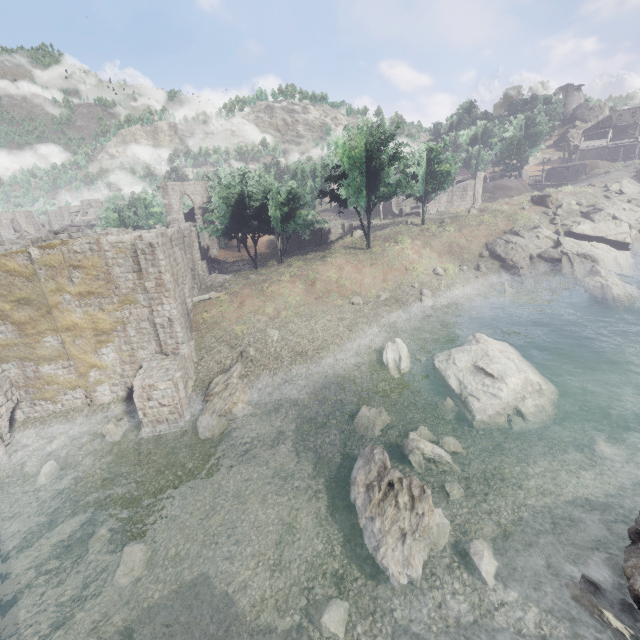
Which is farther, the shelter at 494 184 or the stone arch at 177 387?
the shelter at 494 184

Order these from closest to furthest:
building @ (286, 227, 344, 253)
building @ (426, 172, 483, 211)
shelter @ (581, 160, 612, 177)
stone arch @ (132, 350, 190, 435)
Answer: stone arch @ (132, 350, 190, 435) < building @ (286, 227, 344, 253) < building @ (426, 172, 483, 211) < shelter @ (581, 160, 612, 177)

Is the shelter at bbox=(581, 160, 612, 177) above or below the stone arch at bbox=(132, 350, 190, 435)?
above

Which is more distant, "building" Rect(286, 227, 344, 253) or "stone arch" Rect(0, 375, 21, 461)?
"building" Rect(286, 227, 344, 253)

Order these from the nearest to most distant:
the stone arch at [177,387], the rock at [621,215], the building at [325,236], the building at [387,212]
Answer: the stone arch at [177,387] → the rock at [621,215] → the building at [325,236] → the building at [387,212]

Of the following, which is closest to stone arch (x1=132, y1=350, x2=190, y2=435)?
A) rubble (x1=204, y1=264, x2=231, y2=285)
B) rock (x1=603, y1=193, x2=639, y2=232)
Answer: rubble (x1=204, y1=264, x2=231, y2=285)

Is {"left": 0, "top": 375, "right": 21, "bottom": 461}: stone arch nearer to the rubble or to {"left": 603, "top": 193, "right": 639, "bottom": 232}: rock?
the rubble

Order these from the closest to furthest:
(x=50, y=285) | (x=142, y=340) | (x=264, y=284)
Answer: (x=50, y=285) < (x=142, y=340) < (x=264, y=284)
